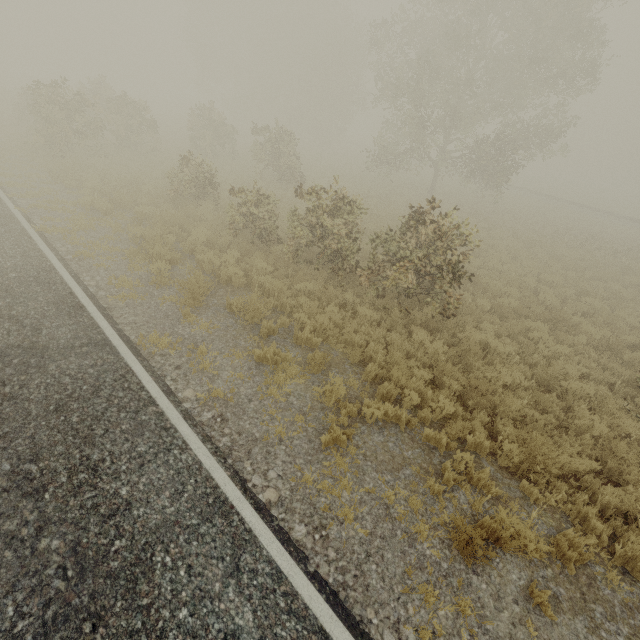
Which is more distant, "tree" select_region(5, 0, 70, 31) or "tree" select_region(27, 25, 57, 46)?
"tree" select_region(27, 25, 57, 46)

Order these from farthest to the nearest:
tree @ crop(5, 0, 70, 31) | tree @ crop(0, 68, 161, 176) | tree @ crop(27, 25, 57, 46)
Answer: tree @ crop(27, 25, 57, 46)
tree @ crop(5, 0, 70, 31)
tree @ crop(0, 68, 161, 176)

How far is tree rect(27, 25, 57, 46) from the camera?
58.2m

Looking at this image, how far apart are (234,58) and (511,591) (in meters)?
58.54

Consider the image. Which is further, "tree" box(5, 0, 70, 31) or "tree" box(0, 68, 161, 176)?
"tree" box(5, 0, 70, 31)

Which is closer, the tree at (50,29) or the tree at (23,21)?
the tree at (23,21)

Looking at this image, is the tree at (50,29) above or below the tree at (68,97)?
above
